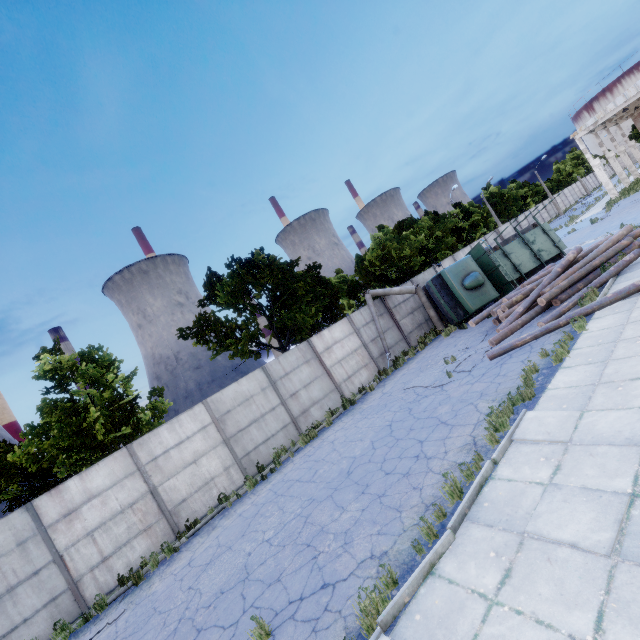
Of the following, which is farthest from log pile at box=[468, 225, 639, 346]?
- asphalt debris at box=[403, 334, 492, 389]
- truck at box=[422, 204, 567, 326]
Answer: truck at box=[422, 204, 567, 326]

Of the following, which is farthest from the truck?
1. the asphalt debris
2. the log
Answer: the asphalt debris

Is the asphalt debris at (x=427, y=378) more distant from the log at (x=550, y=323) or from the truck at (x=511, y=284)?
the truck at (x=511, y=284)

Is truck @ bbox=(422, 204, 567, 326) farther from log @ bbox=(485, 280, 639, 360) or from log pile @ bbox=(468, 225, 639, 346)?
log @ bbox=(485, 280, 639, 360)

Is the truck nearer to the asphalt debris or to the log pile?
the log pile

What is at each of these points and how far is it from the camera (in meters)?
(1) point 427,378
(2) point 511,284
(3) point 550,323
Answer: (1) asphalt debris, 12.70
(2) truck, 16.56
(3) log, 10.27

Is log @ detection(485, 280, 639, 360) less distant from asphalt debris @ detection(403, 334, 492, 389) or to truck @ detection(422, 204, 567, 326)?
asphalt debris @ detection(403, 334, 492, 389)

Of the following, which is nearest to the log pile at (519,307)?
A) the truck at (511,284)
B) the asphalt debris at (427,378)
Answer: the asphalt debris at (427,378)
